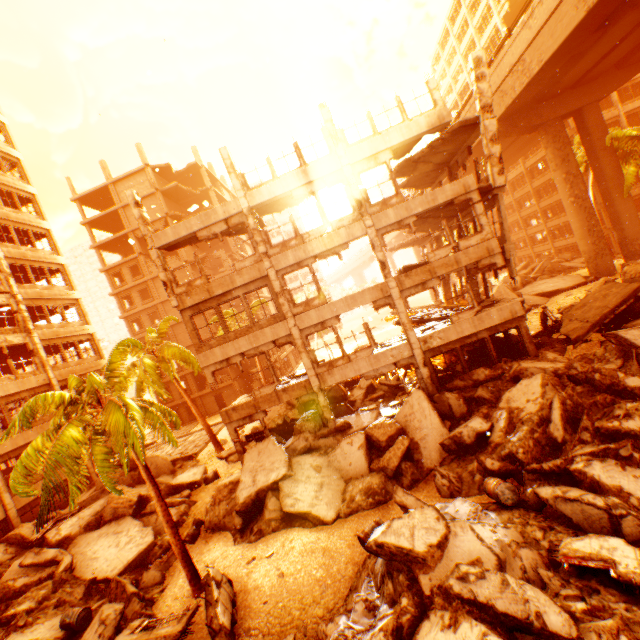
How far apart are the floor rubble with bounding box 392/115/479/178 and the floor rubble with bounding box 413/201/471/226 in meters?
2.5 m

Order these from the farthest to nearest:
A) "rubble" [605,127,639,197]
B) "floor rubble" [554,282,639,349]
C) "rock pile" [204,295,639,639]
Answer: "rubble" [605,127,639,197]
"floor rubble" [554,282,639,349]
"rock pile" [204,295,639,639]

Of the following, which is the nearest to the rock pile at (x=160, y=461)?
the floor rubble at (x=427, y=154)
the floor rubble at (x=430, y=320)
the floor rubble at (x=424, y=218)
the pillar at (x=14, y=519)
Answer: the pillar at (x=14, y=519)

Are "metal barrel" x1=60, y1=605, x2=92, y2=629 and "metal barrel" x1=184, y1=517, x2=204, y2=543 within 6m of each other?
yes

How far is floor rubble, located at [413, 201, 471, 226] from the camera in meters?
16.2 m

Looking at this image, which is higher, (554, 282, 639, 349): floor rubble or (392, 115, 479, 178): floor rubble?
(392, 115, 479, 178): floor rubble

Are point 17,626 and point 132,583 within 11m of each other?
yes

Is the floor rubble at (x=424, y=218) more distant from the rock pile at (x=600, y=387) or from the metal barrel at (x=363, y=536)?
the metal barrel at (x=363, y=536)
